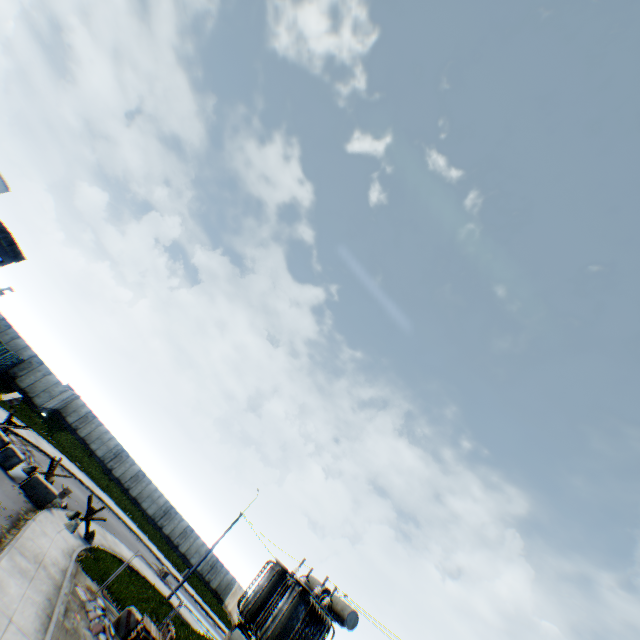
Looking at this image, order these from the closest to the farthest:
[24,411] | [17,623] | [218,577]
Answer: [17,623], [24,411], [218,577]

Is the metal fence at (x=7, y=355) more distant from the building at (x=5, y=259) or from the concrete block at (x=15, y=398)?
the building at (x=5, y=259)

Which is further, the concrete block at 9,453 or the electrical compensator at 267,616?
the concrete block at 9,453

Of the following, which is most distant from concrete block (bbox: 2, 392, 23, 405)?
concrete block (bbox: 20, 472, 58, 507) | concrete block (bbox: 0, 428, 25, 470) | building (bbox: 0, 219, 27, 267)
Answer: concrete block (bbox: 20, 472, 58, 507)

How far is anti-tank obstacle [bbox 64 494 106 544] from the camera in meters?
18.6 m

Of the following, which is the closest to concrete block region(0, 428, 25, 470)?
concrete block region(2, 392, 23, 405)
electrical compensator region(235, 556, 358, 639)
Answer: concrete block region(2, 392, 23, 405)

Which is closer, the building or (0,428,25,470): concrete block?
(0,428,25,470): concrete block

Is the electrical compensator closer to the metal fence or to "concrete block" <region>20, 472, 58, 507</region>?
the metal fence
